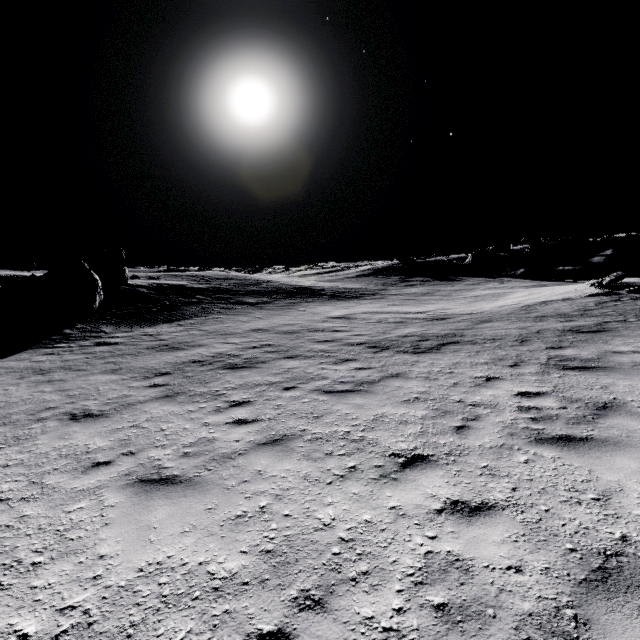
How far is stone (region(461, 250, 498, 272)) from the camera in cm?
4676

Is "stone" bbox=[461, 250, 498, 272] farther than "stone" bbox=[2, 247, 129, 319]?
Yes

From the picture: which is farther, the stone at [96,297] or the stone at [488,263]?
the stone at [488,263]

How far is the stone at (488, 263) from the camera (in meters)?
46.76

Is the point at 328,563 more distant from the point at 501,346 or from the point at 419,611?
the point at 501,346
